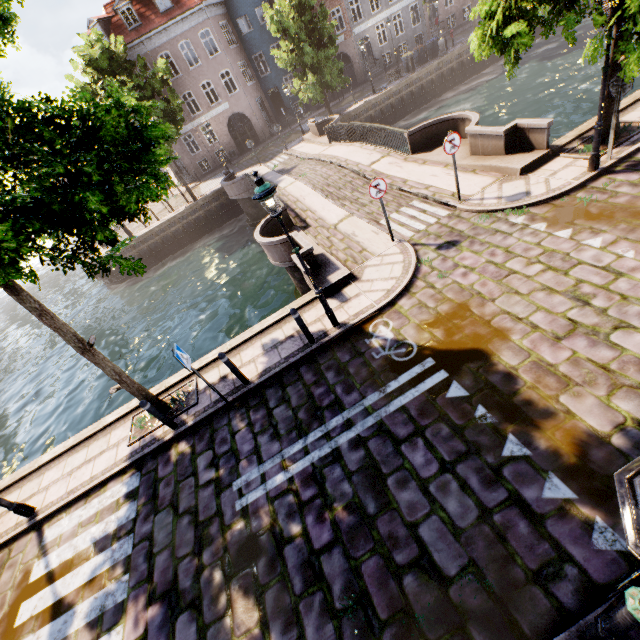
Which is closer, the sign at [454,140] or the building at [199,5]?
the sign at [454,140]

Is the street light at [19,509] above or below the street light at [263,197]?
below

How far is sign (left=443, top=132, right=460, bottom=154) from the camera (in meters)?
8.53

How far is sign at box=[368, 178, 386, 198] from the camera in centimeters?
843cm

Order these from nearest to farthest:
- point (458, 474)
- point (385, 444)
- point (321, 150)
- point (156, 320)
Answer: point (458, 474)
point (385, 444)
point (156, 320)
point (321, 150)

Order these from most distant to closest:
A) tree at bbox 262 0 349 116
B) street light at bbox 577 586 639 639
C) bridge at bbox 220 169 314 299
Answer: tree at bbox 262 0 349 116 → bridge at bbox 220 169 314 299 → street light at bbox 577 586 639 639

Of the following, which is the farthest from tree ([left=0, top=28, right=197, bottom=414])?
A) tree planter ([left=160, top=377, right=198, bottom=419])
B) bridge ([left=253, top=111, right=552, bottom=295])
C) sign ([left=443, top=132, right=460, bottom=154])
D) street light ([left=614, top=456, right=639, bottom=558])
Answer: street light ([left=614, top=456, right=639, bottom=558])

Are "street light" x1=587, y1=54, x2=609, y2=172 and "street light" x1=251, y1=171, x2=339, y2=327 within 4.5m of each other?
no
